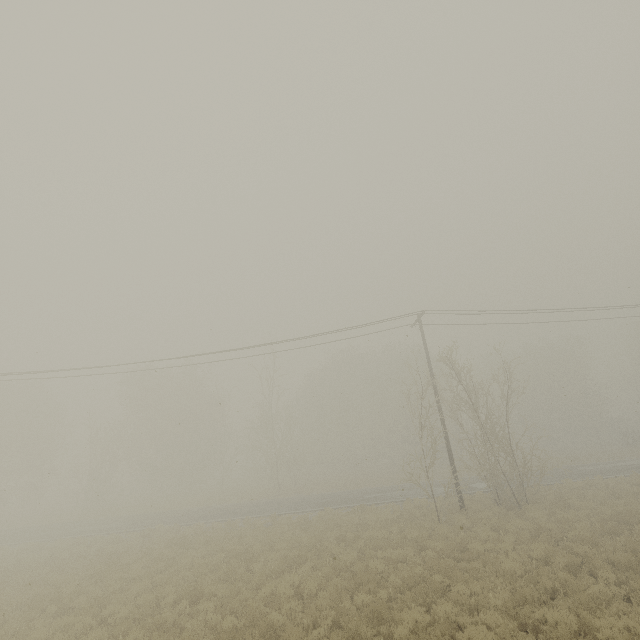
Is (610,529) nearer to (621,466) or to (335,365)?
(621,466)
